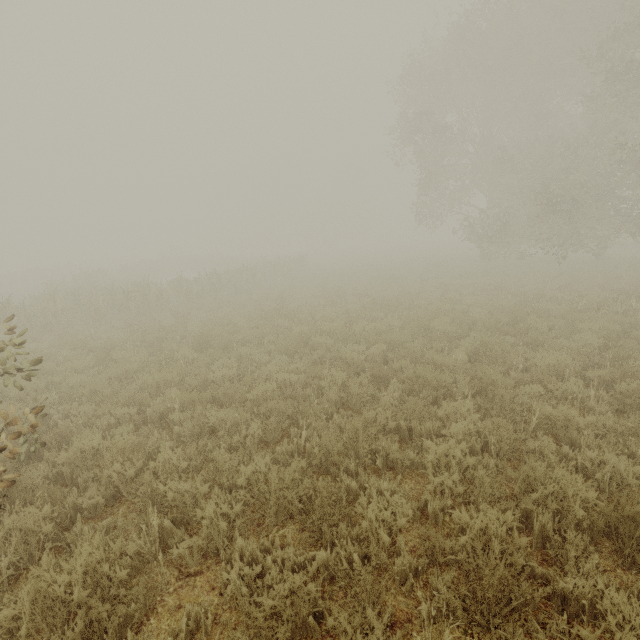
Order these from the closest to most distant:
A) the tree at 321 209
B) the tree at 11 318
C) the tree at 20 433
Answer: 1. the tree at 20 433
2. the tree at 11 318
3. the tree at 321 209

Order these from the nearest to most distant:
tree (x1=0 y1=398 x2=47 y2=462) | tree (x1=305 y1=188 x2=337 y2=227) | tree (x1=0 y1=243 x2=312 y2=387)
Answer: tree (x1=0 y1=398 x2=47 y2=462) → tree (x1=0 y1=243 x2=312 y2=387) → tree (x1=305 y1=188 x2=337 y2=227)

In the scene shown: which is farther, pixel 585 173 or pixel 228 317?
pixel 585 173

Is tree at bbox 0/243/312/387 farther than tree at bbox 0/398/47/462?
Yes

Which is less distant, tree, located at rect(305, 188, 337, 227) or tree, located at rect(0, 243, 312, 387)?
tree, located at rect(0, 243, 312, 387)

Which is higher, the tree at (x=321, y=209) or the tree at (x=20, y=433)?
the tree at (x=321, y=209)

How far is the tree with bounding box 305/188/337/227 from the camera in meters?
58.4
